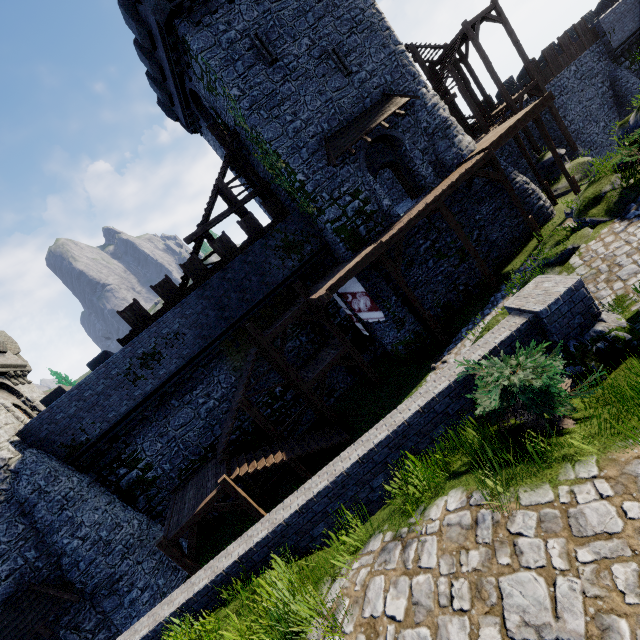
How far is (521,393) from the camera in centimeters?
414cm

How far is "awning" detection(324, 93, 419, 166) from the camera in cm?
1652

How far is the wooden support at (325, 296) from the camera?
13.5 meters

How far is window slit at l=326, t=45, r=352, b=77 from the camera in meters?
16.6

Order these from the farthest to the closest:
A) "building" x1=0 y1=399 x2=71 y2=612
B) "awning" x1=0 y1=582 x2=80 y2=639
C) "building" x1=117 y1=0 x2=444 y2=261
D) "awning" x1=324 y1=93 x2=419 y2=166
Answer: "awning" x1=324 y1=93 x2=419 y2=166, "building" x1=117 y1=0 x2=444 y2=261, "building" x1=0 y1=399 x2=71 y2=612, "awning" x1=0 y1=582 x2=80 y2=639

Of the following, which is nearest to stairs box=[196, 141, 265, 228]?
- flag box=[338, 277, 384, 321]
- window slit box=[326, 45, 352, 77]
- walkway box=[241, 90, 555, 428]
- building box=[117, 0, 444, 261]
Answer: building box=[117, 0, 444, 261]

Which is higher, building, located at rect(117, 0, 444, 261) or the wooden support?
building, located at rect(117, 0, 444, 261)

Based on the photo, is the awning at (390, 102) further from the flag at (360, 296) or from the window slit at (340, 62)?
the flag at (360, 296)
